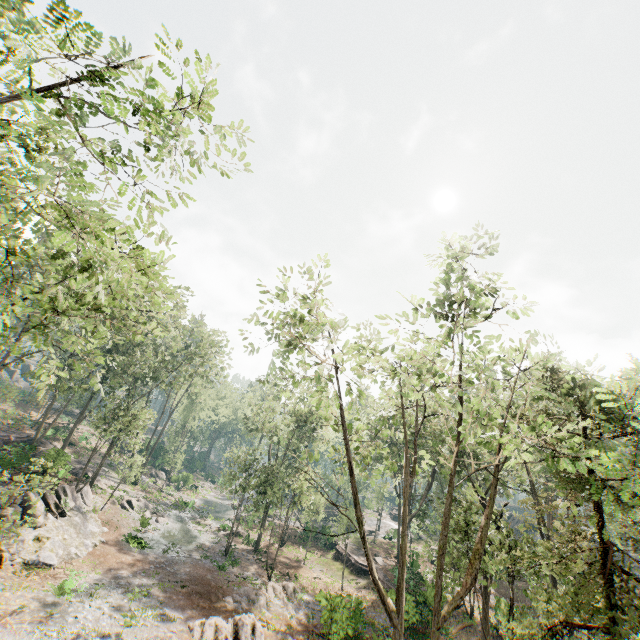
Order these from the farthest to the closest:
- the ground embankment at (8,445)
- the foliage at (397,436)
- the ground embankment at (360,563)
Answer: the ground embankment at (360,563), the ground embankment at (8,445), the foliage at (397,436)

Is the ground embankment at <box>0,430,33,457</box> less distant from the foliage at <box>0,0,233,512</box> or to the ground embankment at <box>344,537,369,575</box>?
the foliage at <box>0,0,233,512</box>

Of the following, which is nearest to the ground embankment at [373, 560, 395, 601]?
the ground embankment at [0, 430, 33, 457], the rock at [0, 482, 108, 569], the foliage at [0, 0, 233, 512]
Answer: the foliage at [0, 0, 233, 512]

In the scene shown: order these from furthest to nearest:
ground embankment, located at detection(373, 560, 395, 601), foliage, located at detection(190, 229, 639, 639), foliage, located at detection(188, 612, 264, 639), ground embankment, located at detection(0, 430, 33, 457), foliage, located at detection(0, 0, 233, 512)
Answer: ground embankment, located at detection(0, 430, 33, 457) < ground embankment, located at detection(373, 560, 395, 601) < foliage, located at detection(188, 612, 264, 639) < foliage, located at detection(190, 229, 639, 639) < foliage, located at detection(0, 0, 233, 512)

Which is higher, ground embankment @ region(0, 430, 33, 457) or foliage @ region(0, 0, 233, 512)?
foliage @ region(0, 0, 233, 512)

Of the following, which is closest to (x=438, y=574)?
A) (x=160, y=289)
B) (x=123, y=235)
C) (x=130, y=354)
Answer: (x=160, y=289)

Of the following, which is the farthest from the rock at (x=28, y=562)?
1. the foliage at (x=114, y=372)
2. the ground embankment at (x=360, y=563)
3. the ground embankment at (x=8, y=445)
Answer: the ground embankment at (x=360, y=563)
